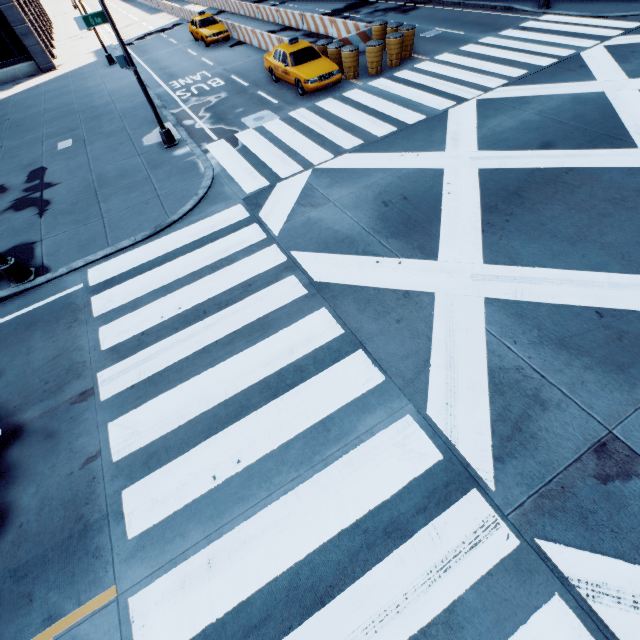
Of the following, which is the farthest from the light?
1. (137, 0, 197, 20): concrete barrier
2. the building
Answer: the building

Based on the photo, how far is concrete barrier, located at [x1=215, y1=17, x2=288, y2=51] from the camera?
19.3 meters

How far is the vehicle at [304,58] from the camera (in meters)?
14.02

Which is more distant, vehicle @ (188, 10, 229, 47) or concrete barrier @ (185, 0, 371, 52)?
vehicle @ (188, 10, 229, 47)

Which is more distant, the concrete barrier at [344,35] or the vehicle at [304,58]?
the concrete barrier at [344,35]

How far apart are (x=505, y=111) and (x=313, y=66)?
8.4 meters

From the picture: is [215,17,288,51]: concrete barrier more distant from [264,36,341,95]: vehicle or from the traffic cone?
the traffic cone

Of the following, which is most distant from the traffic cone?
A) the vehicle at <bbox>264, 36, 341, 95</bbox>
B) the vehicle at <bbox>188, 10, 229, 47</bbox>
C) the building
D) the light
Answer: the building
